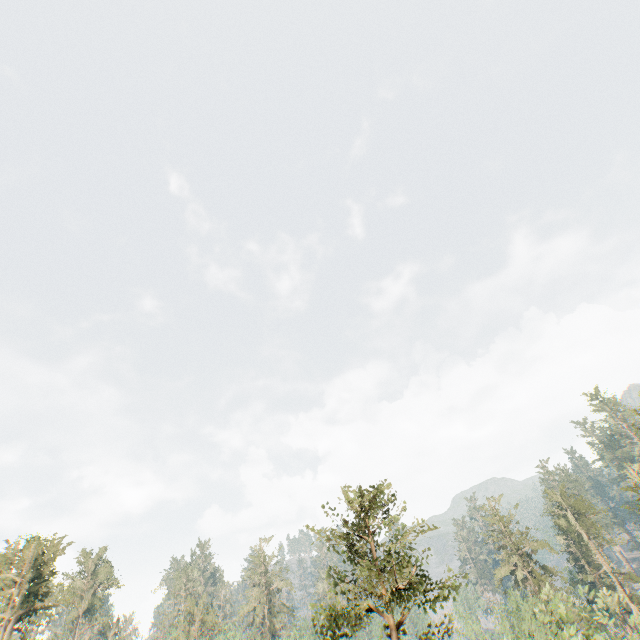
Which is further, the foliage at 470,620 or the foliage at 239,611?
the foliage at 239,611

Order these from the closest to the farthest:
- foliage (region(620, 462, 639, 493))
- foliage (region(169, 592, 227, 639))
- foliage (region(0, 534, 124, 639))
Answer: foliage (region(0, 534, 124, 639)), foliage (region(620, 462, 639, 493)), foliage (region(169, 592, 227, 639))

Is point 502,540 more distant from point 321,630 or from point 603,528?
point 321,630

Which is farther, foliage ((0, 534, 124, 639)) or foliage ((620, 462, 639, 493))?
foliage ((620, 462, 639, 493))

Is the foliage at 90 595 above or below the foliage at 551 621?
above

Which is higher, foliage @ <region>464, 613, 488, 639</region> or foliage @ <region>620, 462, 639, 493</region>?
foliage @ <region>620, 462, 639, 493</region>
